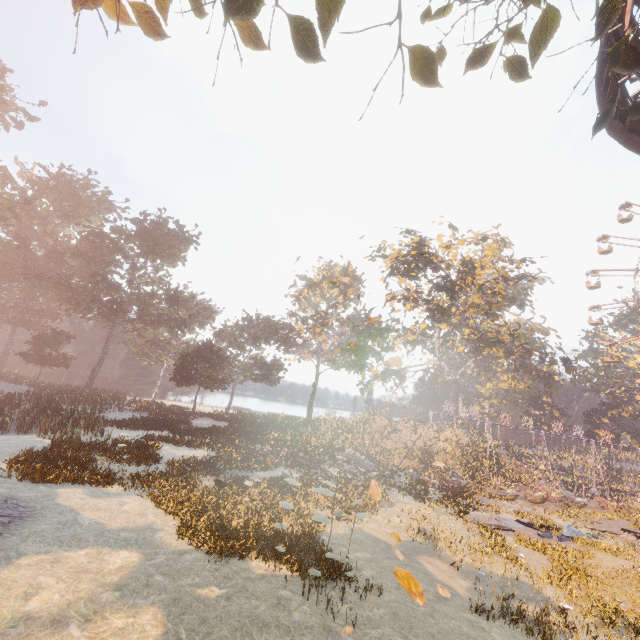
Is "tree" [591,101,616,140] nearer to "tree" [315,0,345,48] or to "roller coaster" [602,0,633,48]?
"tree" [315,0,345,48]

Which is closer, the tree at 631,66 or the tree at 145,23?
the tree at 145,23

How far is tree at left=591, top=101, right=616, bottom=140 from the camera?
5.8m

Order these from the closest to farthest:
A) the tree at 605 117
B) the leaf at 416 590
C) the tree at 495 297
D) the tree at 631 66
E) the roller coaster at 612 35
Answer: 1. the leaf at 416 590
2. the tree at 631 66
3. the tree at 605 117
4. the roller coaster at 612 35
5. the tree at 495 297

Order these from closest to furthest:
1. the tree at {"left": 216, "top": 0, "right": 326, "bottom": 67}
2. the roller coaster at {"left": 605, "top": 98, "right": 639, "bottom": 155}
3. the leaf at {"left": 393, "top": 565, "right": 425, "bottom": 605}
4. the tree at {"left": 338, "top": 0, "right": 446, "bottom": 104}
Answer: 1. the leaf at {"left": 393, "top": 565, "right": 425, "bottom": 605}
2. the tree at {"left": 216, "top": 0, "right": 326, "bottom": 67}
3. the tree at {"left": 338, "top": 0, "right": 446, "bottom": 104}
4. the roller coaster at {"left": 605, "top": 98, "right": 639, "bottom": 155}

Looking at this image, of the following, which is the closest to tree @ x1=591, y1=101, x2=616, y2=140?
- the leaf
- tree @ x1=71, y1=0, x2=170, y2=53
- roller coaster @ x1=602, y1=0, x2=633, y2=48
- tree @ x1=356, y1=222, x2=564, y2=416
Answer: tree @ x1=71, y1=0, x2=170, y2=53

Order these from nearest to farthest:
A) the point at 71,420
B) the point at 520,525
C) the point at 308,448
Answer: the point at 308,448 → the point at 71,420 → the point at 520,525

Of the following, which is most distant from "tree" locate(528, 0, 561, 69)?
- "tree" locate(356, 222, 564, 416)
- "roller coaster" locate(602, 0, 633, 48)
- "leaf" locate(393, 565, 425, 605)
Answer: "tree" locate(356, 222, 564, 416)
